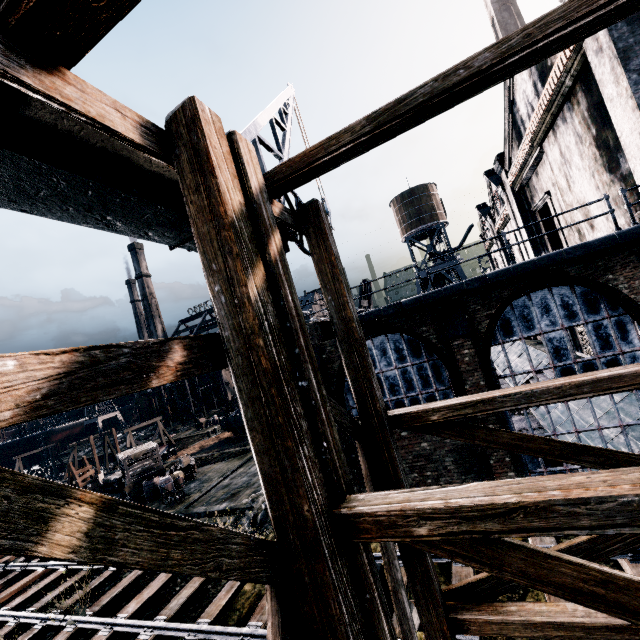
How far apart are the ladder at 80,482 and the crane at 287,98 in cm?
2681

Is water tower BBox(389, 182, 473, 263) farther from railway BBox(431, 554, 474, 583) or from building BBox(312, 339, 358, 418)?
railway BBox(431, 554, 474, 583)

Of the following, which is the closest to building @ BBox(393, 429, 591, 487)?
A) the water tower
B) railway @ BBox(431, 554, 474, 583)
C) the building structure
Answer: the building structure

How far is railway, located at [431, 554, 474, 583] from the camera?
8.8m

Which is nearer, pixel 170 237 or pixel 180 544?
pixel 180 544

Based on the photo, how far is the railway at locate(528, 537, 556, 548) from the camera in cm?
901

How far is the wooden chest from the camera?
23.3 meters

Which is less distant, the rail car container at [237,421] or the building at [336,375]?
the building at [336,375]
